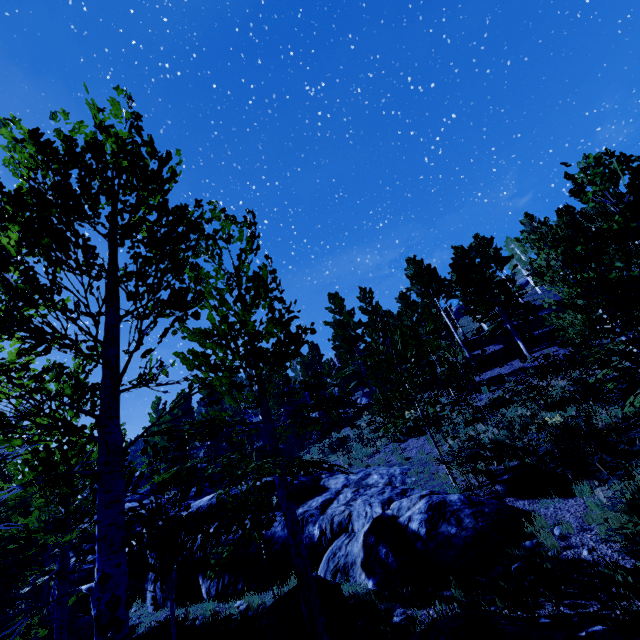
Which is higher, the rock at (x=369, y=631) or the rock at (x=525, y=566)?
the rock at (x=525, y=566)

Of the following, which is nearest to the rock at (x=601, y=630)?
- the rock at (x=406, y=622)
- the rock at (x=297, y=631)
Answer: the rock at (x=406, y=622)

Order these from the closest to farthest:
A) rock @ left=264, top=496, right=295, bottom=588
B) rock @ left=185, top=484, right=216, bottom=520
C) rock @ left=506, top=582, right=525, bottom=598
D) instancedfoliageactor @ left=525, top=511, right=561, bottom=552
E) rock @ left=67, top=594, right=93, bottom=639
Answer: rock @ left=506, top=582, right=525, bottom=598 < instancedfoliageactor @ left=525, top=511, right=561, bottom=552 < rock @ left=264, top=496, right=295, bottom=588 < rock @ left=67, top=594, right=93, bottom=639 < rock @ left=185, top=484, right=216, bottom=520

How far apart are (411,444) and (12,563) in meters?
15.0

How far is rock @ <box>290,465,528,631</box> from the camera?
6.9 meters

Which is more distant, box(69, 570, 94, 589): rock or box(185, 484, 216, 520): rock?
box(69, 570, 94, 589): rock
